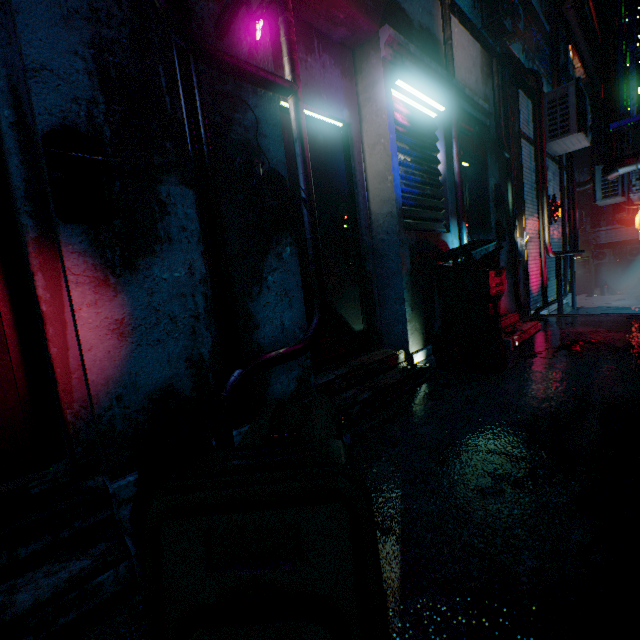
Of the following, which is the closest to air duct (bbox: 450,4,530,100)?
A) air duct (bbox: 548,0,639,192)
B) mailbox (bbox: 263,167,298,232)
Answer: air duct (bbox: 548,0,639,192)

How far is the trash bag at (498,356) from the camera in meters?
2.7

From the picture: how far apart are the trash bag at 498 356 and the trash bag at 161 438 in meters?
2.3

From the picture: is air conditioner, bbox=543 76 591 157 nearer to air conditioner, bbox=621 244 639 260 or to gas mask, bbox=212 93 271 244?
gas mask, bbox=212 93 271 244

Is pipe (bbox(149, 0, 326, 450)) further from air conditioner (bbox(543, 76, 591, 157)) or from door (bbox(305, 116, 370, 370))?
air conditioner (bbox(543, 76, 591, 157))

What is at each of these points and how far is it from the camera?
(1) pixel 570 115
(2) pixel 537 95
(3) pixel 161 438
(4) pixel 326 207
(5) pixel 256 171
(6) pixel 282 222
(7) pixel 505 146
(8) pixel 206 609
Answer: (1) air conditioner, 5.7m
(2) pipe, 5.5m
(3) trash bag, 1.3m
(4) door, 2.7m
(5) gas mask, 1.8m
(6) mailbox, 1.9m
(7) pipe, 4.6m
(8) trash bin, 0.7m

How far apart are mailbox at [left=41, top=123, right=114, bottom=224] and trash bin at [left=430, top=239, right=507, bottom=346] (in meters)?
2.77

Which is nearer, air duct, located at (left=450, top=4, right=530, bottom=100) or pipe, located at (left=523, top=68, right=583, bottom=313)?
air duct, located at (left=450, top=4, right=530, bottom=100)
